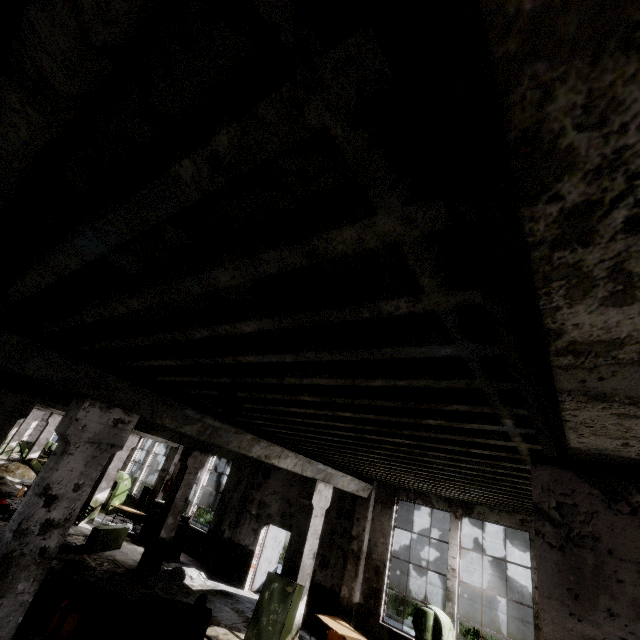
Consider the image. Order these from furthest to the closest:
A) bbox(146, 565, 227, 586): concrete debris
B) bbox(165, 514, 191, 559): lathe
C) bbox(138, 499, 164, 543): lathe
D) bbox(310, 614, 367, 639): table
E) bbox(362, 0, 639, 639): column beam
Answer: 1. bbox(138, 499, 164, 543): lathe
2. bbox(165, 514, 191, 559): lathe
3. bbox(146, 565, 227, 586): concrete debris
4. bbox(310, 614, 367, 639): table
5. bbox(362, 0, 639, 639): column beam

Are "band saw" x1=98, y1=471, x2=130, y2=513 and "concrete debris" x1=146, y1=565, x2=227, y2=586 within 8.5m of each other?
yes

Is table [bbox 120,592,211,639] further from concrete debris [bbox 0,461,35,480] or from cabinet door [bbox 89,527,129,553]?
concrete debris [bbox 0,461,35,480]

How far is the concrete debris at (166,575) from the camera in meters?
10.5

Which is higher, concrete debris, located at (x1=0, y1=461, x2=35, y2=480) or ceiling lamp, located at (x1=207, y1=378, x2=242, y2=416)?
ceiling lamp, located at (x1=207, y1=378, x2=242, y2=416)

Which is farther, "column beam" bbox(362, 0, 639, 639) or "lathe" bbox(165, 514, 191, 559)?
"lathe" bbox(165, 514, 191, 559)

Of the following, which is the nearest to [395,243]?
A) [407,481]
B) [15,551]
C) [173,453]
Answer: Result: [15,551]

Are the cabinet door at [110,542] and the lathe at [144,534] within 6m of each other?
yes
